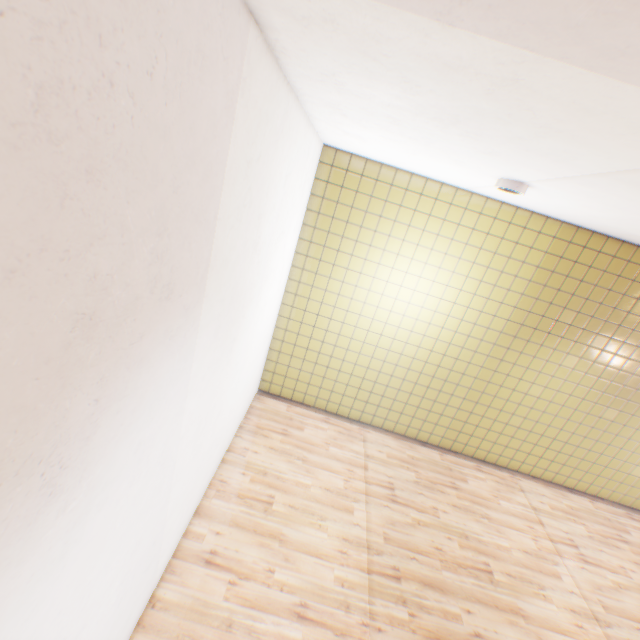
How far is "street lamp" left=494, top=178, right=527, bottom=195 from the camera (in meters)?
3.06

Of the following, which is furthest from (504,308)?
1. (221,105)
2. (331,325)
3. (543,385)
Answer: (221,105)

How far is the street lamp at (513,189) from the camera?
3.06m
